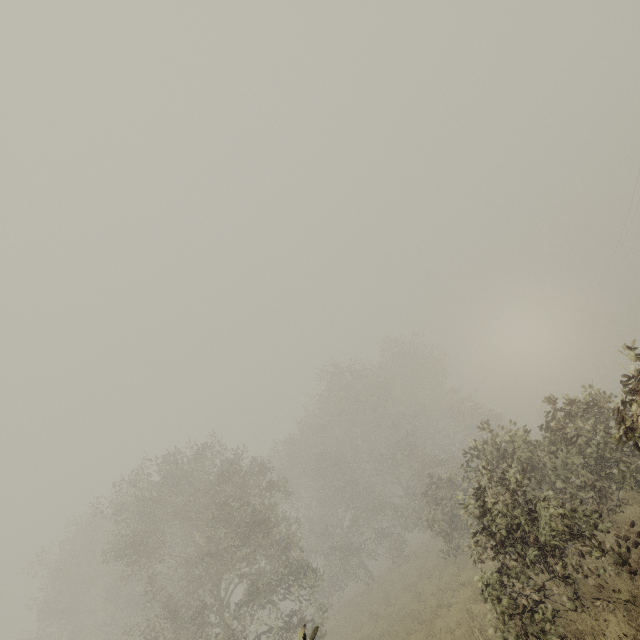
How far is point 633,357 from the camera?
4.79m
